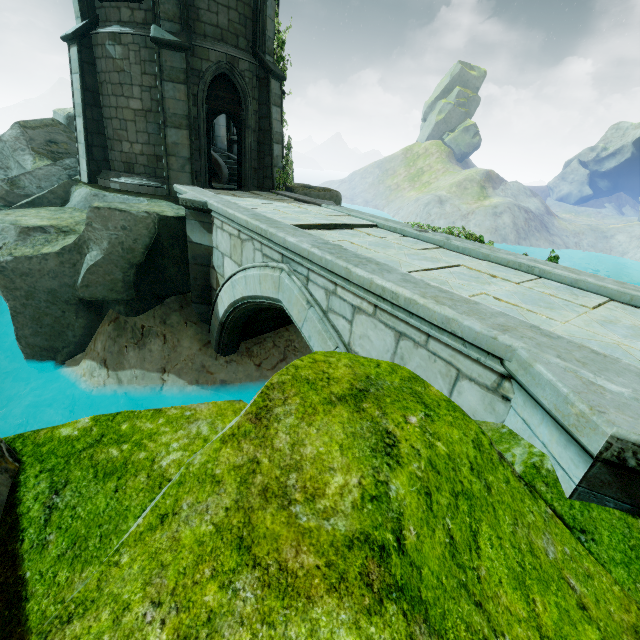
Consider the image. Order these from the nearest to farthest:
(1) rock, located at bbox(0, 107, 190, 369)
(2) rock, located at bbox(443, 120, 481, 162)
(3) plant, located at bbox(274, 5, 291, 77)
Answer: (1) rock, located at bbox(0, 107, 190, 369)
(3) plant, located at bbox(274, 5, 291, 77)
(2) rock, located at bbox(443, 120, 481, 162)

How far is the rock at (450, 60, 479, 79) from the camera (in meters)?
59.38

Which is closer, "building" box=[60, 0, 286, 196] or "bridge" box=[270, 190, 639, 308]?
"bridge" box=[270, 190, 639, 308]

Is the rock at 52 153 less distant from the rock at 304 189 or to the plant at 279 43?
the rock at 304 189

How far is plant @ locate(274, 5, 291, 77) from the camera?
11.4m

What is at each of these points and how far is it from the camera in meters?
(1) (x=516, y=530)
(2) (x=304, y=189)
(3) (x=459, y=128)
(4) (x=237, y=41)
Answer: (1) rock, 1.7
(2) rock, 12.2
(3) rock, 59.9
(4) building, 10.4

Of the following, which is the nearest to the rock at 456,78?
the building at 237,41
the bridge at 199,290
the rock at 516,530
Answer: the building at 237,41

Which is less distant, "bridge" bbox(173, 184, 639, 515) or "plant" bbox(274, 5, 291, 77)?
"bridge" bbox(173, 184, 639, 515)
